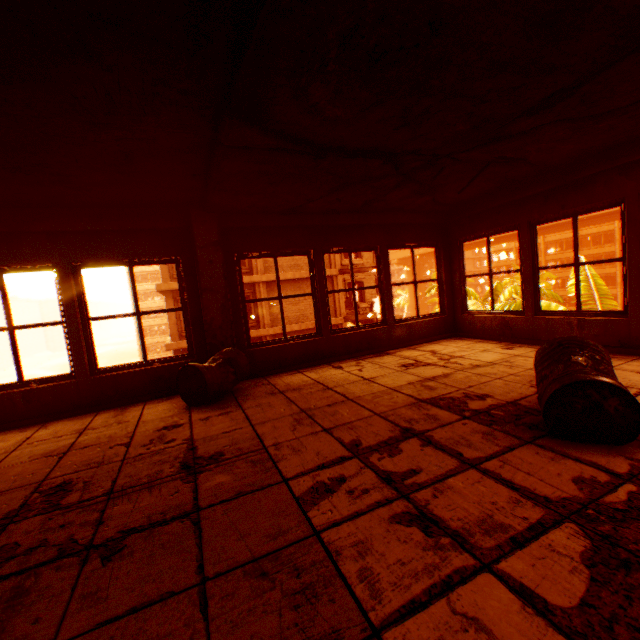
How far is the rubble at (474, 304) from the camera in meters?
16.2 m

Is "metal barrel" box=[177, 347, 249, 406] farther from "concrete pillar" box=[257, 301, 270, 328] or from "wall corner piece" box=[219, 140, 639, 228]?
"concrete pillar" box=[257, 301, 270, 328]

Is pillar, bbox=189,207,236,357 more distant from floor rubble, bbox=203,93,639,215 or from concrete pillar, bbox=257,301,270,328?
concrete pillar, bbox=257,301,270,328

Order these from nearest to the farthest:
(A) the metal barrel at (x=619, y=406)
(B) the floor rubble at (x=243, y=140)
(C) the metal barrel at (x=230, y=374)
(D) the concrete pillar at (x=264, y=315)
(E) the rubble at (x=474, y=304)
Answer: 1. (A) the metal barrel at (x=619, y=406)
2. (B) the floor rubble at (x=243, y=140)
3. (C) the metal barrel at (x=230, y=374)
4. (E) the rubble at (x=474, y=304)
5. (D) the concrete pillar at (x=264, y=315)

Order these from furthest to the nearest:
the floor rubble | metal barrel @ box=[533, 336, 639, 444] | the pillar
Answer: the pillar, the floor rubble, metal barrel @ box=[533, 336, 639, 444]

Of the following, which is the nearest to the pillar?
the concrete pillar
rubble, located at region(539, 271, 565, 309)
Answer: rubble, located at region(539, 271, 565, 309)

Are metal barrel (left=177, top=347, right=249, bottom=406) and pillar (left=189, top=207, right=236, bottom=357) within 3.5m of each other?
yes

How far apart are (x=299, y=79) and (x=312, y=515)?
2.66m
